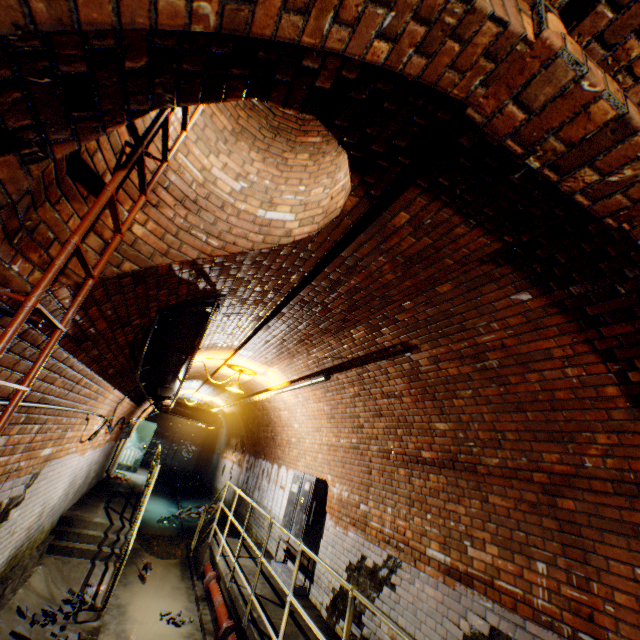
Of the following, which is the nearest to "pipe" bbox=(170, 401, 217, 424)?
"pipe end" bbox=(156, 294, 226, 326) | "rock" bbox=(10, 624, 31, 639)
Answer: "rock" bbox=(10, 624, 31, 639)

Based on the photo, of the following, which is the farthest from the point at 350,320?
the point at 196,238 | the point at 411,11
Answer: the point at 411,11

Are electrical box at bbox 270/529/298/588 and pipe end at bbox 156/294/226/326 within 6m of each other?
yes

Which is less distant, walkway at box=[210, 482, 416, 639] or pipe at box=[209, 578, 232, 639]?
walkway at box=[210, 482, 416, 639]

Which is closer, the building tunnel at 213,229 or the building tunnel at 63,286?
the building tunnel at 213,229

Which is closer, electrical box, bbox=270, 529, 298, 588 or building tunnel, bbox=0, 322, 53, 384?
building tunnel, bbox=0, 322, 53, 384

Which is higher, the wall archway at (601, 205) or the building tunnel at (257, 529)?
the wall archway at (601, 205)

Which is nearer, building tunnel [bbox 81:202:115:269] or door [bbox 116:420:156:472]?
building tunnel [bbox 81:202:115:269]
